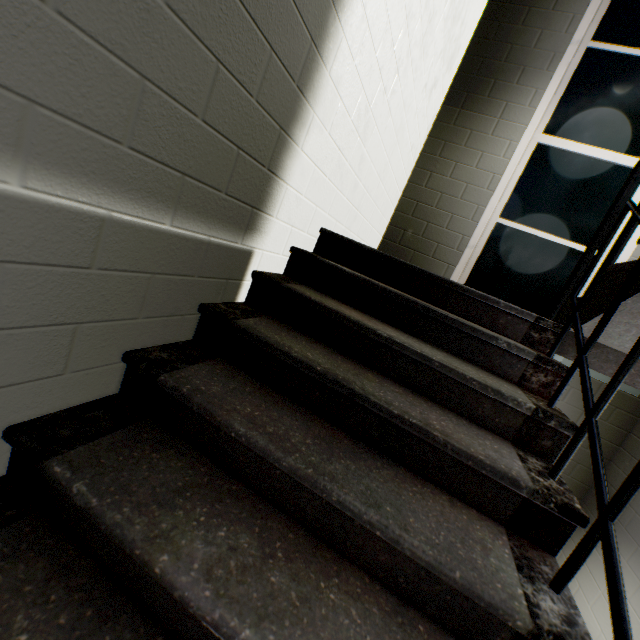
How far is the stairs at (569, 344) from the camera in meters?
1.8

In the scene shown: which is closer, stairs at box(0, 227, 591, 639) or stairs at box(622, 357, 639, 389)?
stairs at box(0, 227, 591, 639)

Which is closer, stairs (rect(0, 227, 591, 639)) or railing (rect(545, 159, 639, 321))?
stairs (rect(0, 227, 591, 639))

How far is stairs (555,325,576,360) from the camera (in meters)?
1.85

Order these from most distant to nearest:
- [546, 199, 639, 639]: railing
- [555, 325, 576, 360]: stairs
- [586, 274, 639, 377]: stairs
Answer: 1. [555, 325, 576, 360]: stairs
2. [586, 274, 639, 377]: stairs
3. [546, 199, 639, 639]: railing

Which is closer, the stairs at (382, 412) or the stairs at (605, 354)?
the stairs at (382, 412)

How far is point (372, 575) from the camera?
0.88m
